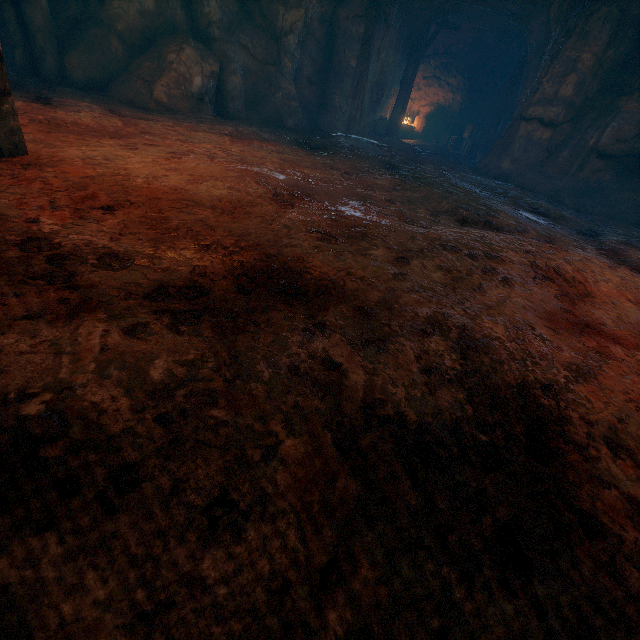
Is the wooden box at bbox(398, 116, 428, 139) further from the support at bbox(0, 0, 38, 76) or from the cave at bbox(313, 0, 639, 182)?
the support at bbox(0, 0, 38, 76)

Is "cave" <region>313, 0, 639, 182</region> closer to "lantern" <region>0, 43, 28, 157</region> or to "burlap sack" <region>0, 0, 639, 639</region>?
"burlap sack" <region>0, 0, 639, 639</region>

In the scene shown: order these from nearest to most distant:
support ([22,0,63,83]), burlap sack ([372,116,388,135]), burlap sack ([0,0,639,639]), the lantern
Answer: burlap sack ([0,0,639,639]), the lantern, support ([22,0,63,83]), burlap sack ([372,116,388,135])

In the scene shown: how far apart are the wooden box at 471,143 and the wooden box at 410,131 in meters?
1.6

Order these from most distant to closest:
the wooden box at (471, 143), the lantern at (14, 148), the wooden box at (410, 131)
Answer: the wooden box at (410, 131) < the wooden box at (471, 143) < the lantern at (14, 148)

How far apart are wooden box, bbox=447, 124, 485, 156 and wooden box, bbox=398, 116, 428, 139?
1.57m

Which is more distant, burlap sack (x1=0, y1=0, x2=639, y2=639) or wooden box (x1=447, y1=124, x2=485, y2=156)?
wooden box (x1=447, y1=124, x2=485, y2=156)

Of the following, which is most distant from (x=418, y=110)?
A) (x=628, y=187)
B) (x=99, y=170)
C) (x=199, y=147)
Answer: (x=99, y=170)
